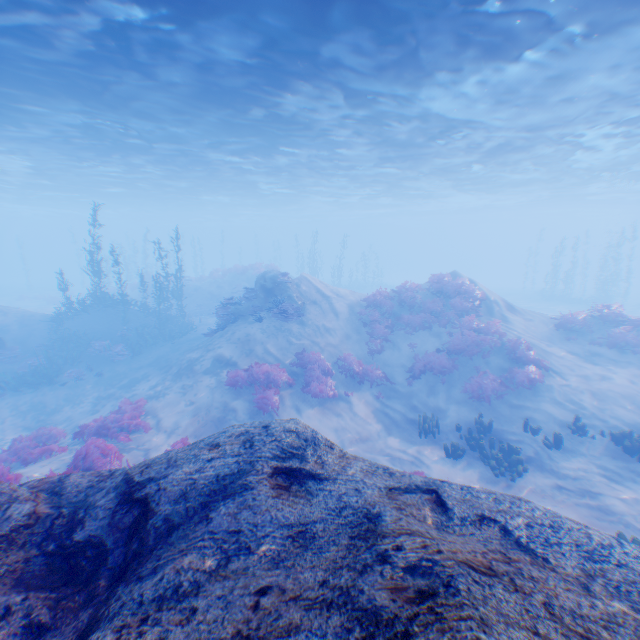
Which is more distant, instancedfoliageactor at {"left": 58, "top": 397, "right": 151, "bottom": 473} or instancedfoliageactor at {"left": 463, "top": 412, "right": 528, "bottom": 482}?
instancedfoliageactor at {"left": 463, "top": 412, "right": 528, "bottom": 482}

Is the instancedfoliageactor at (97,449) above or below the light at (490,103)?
below

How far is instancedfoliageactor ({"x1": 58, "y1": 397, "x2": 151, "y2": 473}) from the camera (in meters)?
8.22

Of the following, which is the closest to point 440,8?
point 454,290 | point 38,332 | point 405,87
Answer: point 405,87

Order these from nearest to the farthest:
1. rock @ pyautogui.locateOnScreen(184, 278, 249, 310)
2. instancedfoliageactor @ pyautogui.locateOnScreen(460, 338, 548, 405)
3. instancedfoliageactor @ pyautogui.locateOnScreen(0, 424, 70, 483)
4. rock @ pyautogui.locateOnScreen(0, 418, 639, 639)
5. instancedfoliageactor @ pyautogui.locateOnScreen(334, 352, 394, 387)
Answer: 1. rock @ pyautogui.locateOnScreen(0, 418, 639, 639)
2. instancedfoliageactor @ pyautogui.locateOnScreen(0, 424, 70, 483)
3. instancedfoliageactor @ pyautogui.locateOnScreen(460, 338, 548, 405)
4. instancedfoliageactor @ pyautogui.locateOnScreen(334, 352, 394, 387)
5. rock @ pyautogui.locateOnScreen(184, 278, 249, 310)

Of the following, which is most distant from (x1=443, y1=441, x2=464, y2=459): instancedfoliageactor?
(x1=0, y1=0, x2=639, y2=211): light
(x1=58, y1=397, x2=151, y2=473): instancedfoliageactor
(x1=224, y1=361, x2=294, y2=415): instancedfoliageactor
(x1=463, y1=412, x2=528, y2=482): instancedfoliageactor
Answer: (x1=0, y1=0, x2=639, y2=211): light

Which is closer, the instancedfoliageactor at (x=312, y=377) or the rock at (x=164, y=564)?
the rock at (x=164, y=564)

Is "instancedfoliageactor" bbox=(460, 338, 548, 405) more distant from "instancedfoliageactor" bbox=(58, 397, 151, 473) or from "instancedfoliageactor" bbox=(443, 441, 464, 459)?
"instancedfoliageactor" bbox=(58, 397, 151, 473)
